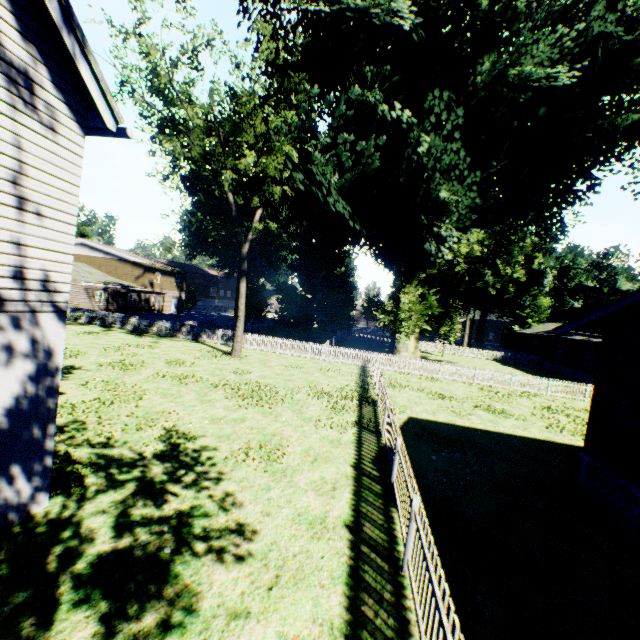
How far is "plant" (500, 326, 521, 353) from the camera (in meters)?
55.00

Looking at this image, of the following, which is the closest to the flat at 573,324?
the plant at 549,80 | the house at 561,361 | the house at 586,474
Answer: the house at 586,474

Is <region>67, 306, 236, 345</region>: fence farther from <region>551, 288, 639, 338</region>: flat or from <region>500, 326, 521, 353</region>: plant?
<region>551, 288, 639, 338</region>: flat

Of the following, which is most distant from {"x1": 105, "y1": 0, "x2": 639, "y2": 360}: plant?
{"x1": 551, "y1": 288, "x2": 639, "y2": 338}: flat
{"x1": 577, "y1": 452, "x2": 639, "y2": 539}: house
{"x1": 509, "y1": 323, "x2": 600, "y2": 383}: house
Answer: {"x1": 577, "y1": 452, "x2": 639, "y2": 539}: house

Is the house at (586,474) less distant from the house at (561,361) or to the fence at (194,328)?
the fence at (194,328)

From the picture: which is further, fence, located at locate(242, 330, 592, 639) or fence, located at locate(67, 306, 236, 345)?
fence, located at locate(67, 306, 236, 345)

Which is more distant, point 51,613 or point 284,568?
point 284,568
